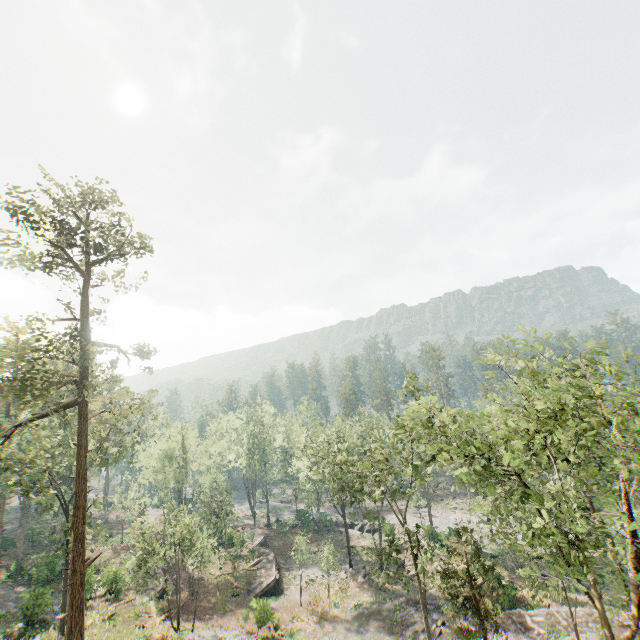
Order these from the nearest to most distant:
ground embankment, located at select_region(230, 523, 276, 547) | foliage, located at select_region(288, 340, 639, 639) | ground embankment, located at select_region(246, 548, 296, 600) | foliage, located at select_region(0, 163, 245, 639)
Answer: foliage, located at select_region(288, 340, 639, 639) → foliage, located at select_region(0, 163, 245, 639) → ground embankment, located at select_region(246, 548, 296, 600) → ground embankment, located at select_region(230, 523, 276, 547)

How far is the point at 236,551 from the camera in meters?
46.2

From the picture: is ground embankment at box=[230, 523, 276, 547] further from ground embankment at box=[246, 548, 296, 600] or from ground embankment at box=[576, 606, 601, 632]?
ground embankment at box=[576, 606, 601, 632]

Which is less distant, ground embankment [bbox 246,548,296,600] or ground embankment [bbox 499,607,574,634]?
ground embankment [bbox 499,607,574,634]

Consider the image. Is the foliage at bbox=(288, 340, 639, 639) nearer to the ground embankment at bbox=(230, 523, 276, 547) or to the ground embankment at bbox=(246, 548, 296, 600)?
the ground embankment at bbox=(230, 523, 276, 547)

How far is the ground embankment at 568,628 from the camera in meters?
26.3 m

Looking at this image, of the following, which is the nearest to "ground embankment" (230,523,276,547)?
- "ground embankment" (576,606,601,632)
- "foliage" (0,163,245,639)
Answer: "foliage" (0,163,245,639)

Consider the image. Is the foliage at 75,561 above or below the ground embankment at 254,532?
above
